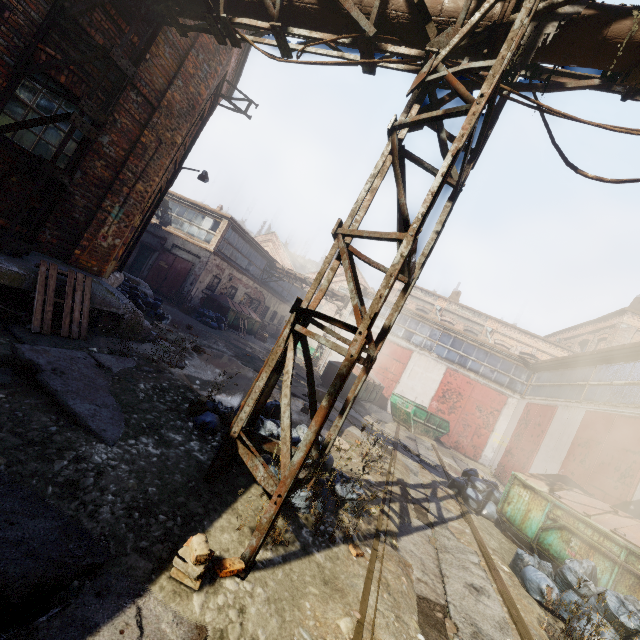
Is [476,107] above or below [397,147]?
above

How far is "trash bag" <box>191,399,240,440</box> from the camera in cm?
432

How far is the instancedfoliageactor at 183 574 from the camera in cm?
225

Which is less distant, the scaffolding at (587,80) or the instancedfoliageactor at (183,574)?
the instancedfoliageactor at (183,574)

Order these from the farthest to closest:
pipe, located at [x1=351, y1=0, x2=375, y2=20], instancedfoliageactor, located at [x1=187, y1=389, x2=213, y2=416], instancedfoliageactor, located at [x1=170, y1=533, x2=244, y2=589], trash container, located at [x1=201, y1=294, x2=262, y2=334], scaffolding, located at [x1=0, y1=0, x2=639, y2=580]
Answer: trash container, located at [x1=201, y1=294, x2=262, y2=334] → instancedfoliageactor, located at [x1=187, y1=389, x2=213, y2=416] → pipe, located at [x1=351, y1=0, x2=375, y2=20] → scaffolding, located at [x1=0, y1=0, x2=639, y2=580] → instancedfoliageactor, located at [x1=170, y1=533, x2=244, y2=589]

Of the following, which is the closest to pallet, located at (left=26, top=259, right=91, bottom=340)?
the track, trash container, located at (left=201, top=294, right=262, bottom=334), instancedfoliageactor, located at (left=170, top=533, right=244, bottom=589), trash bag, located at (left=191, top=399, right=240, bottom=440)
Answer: trash bag, located at (left=191, top=399, right=240, bottom=440)

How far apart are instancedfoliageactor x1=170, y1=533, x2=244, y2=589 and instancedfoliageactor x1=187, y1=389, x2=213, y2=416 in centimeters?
222cm

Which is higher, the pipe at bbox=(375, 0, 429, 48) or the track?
the pipe at bbox=(375, 0, 429, 48)
